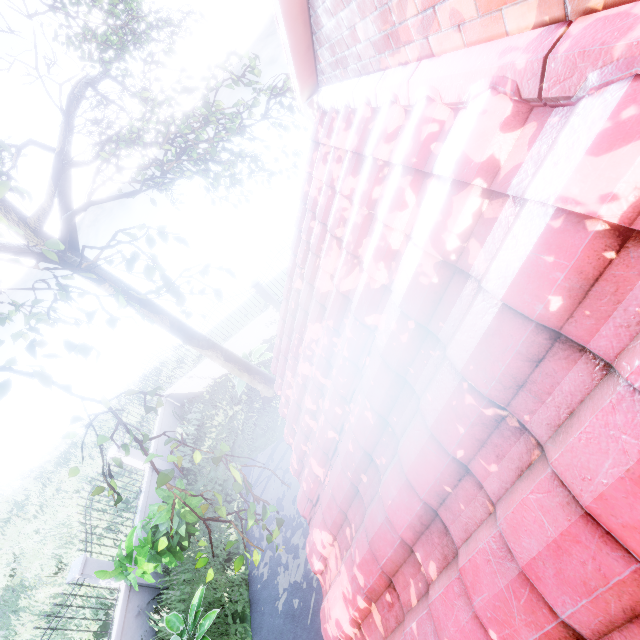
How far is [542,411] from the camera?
1.3m

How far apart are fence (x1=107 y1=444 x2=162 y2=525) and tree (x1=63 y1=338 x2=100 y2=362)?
8.0m

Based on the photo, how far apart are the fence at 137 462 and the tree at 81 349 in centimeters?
804cm

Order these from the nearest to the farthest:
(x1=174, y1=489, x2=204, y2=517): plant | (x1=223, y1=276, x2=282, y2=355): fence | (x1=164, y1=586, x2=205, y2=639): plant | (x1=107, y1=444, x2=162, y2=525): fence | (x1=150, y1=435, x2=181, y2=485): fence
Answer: (x1=164, y1=586, x2=205, y2=639): plant
(x1=174, y1=489, x2=204, y2=517): plant
(x1=107, y1=444, x2=162, y2=525): fence
(x1=150, y1=435, x2=181, y2=485): fence
(x1=223, y1=276, x2=282, y2=355): fence

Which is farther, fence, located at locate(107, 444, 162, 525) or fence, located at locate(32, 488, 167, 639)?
fence, located at locate(107, 444, 162, 525)

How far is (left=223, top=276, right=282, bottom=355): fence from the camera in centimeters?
1220cm

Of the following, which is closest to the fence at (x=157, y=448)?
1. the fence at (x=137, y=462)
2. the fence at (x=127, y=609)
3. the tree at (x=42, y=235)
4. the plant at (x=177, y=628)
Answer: the fence at (x=137, y=462)

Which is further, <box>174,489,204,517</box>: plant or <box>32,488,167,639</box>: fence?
<box>174,489,204,517</box>: plant
